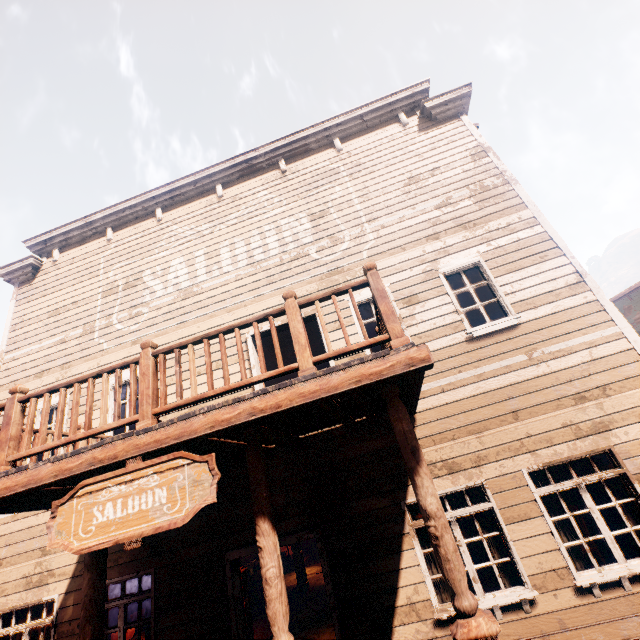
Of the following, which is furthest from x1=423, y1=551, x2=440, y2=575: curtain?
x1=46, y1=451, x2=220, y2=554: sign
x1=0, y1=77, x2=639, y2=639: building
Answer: x1=46, y1=451, x2=220, y2=554: sign

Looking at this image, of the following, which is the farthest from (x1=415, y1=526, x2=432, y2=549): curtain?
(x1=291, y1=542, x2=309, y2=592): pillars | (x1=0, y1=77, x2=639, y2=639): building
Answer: (x1=291, y1=542, x2=309, y2=592): pillars

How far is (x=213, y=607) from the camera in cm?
535

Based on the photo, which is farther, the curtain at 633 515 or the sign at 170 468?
the curtain at 633 515

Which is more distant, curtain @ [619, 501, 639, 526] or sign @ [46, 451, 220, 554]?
curtain @ [619, 501, 639, 526]

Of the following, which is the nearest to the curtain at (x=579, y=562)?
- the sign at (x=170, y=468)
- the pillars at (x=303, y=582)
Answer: the sign at (x=170, y=468)

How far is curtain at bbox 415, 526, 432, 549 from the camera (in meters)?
5.16
